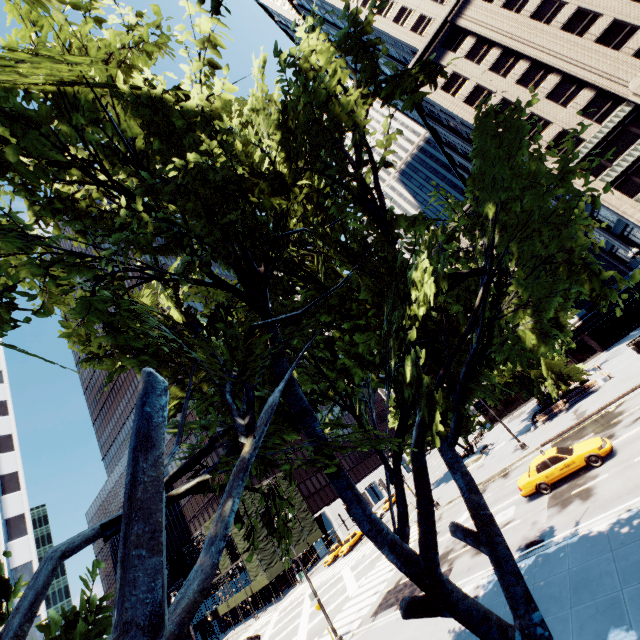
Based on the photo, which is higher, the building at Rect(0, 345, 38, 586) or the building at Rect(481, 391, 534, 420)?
the building at Rect(0, 345, 38, 586)

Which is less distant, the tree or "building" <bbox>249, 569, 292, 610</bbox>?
the tree

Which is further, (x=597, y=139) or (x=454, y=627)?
(x=597, y=139)

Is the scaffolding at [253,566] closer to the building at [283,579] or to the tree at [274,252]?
the building at [283,579]

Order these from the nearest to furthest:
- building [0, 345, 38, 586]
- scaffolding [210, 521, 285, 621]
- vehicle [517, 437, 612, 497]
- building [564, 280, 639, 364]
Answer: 1. vehicle [517, 437, 612, 497]
2. building [0, 345, 38, 586]
3. building [564, 280, 639, 364]
4. scaffolding [210, 521, 285, 621]

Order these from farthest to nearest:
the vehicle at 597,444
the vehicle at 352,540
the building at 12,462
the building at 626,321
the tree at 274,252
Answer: the building at 626,321 → the vehicle at 352,540 → the building at 12,462 → the vehicle at 597,444 → the tree at 274,252

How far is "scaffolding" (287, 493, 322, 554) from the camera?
53.6m

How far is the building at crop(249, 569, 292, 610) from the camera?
50.7m
